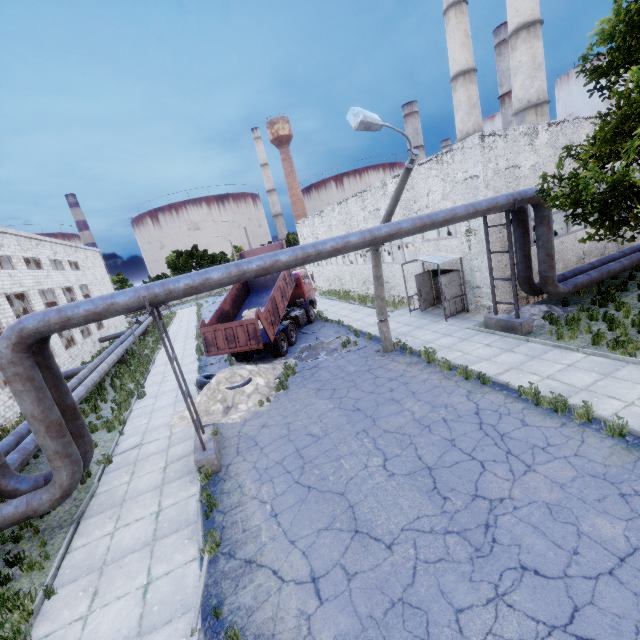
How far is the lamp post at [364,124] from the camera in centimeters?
725cm

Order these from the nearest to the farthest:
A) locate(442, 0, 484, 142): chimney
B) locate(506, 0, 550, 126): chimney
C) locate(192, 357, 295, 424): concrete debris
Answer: locate(192, 357, 295, 424): concrete debris → locate(506, 0, 550, 126): chimney → locate(442, 0, 484, 142): chimney

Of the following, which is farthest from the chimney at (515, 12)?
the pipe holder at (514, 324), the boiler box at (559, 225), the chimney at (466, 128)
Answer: the pipe holder at (514, 324)

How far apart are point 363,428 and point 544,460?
4.3 meters

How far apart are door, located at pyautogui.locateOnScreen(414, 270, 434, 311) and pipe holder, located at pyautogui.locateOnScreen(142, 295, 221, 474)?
12.9m

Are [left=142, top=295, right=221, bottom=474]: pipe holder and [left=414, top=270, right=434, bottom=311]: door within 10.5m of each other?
no

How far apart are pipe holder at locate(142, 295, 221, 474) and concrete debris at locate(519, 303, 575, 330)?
12.3m

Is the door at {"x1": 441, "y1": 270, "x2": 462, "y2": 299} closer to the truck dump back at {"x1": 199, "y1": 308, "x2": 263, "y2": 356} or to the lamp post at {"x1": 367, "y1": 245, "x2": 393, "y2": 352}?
the lamp post at {"x1": 367, "y1": 245, "x2": 393, "y2": 352}
